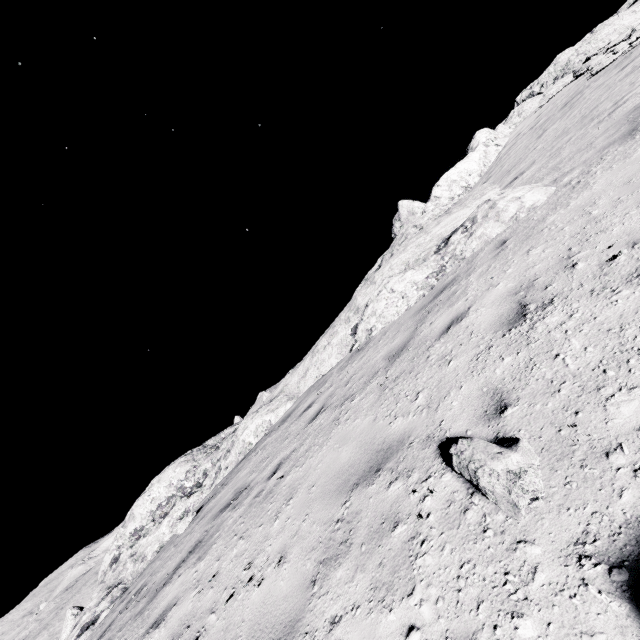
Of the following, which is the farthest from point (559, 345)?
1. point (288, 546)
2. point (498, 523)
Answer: point (288, 546)

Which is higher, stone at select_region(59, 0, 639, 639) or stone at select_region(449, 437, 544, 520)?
stone at select_region(59, 0, 639, 639)

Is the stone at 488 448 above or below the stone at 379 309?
below

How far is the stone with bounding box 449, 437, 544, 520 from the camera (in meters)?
1.90

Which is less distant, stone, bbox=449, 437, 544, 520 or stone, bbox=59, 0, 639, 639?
stone, bbox=449, 437, 544, 520

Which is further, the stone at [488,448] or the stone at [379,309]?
the stone at [379,309]
